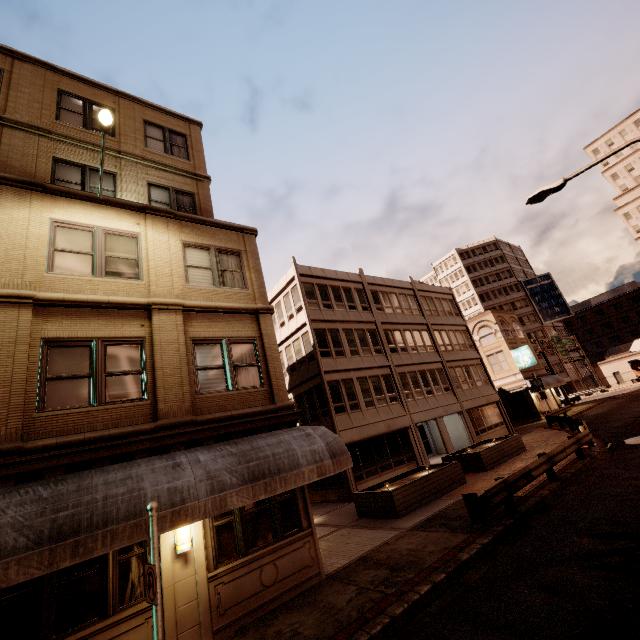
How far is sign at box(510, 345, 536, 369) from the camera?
35.8 meters

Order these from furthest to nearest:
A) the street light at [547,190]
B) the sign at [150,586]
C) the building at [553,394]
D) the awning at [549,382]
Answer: the building at [553,394]
the awning at [549,382]
the street light at [547,190]
the sign at [150,586]

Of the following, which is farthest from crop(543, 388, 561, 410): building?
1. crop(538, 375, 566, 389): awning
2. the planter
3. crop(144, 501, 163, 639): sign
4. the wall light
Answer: crop(144, 501, 163, 639): sign

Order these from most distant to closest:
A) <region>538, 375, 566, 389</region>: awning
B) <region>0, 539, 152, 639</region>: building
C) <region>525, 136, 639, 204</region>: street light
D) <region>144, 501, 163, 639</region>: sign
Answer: <region>538, 375, 566, 389</region>: awning
<region>525, 136, 639, 204</region>: street light
<region>0, 539, 152, 639</region>: building
<region>144, 501, 163, 639</region>: sign

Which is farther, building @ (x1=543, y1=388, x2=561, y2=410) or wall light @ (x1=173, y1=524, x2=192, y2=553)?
building @ (x1=543, y1=388, x2=561, y2=410)

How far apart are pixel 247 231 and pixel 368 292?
16.2m

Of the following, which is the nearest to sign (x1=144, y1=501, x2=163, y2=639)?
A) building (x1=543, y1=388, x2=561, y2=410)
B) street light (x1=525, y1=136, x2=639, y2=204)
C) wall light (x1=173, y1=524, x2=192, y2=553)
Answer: wall light (x1=173, y1=524, x2=192, y2=553)

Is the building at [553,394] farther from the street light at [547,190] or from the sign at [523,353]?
the street light at [547,190]
